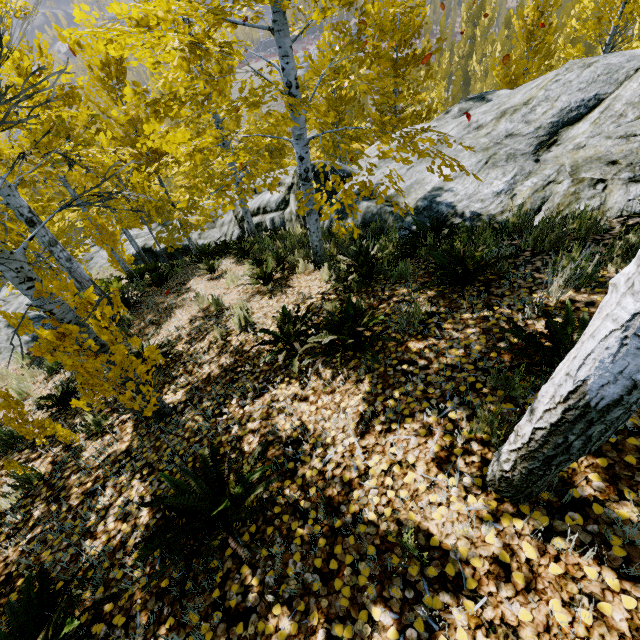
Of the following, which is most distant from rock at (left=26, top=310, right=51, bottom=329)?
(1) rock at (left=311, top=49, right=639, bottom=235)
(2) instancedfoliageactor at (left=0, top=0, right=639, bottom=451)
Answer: (1) rock at (left=311, top=49, right=639, bottom=235)

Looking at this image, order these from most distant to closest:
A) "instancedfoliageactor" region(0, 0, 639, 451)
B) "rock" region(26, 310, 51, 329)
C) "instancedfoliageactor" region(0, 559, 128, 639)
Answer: "rock" region(26, 310, 51, 329) < "instancedfoliageactor" region(0, 0, 639, 451) < "instancedfoliageactor" region(0, 559, 128, 639)

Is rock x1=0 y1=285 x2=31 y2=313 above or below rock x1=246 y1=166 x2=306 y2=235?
below

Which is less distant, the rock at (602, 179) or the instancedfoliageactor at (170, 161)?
the instancedfoliageactor at (170, 161)

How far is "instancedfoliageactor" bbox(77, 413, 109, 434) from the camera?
3.93m

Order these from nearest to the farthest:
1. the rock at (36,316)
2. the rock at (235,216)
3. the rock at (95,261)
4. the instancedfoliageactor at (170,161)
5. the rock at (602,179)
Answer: the instancedfoliageactor at (170,161) < the rock at (602,179) < the rock at (36,316) < the rock at (235,216) < the rock at (95,261)

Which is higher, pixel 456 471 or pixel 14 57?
pixel 14 57

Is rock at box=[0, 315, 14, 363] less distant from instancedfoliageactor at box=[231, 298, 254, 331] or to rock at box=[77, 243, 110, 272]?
instancedfoliageactor at box=[231, 298, 254, 331]
